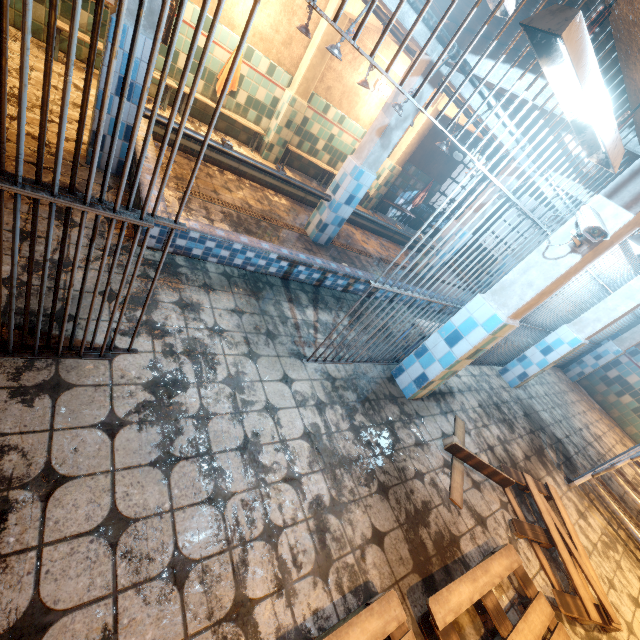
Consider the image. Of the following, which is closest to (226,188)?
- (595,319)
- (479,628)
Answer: (479,628)

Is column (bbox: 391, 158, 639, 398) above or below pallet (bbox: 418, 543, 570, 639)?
above

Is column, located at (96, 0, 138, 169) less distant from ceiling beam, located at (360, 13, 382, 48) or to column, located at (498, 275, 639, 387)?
ceiling beam, located at (360, 13, 382, 48)

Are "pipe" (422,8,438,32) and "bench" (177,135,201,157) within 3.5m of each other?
yes

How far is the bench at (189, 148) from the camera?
4.5 meters

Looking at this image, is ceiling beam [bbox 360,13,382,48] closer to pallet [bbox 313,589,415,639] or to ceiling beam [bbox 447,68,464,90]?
ceiling beam [bbox 447,68,464,90]

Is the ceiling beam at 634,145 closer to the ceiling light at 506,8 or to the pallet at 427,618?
the ceiling light at 506,8

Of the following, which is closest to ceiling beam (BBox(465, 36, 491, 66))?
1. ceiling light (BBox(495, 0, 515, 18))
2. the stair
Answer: ceiling light (BBox(495, 0, 515, 18))
